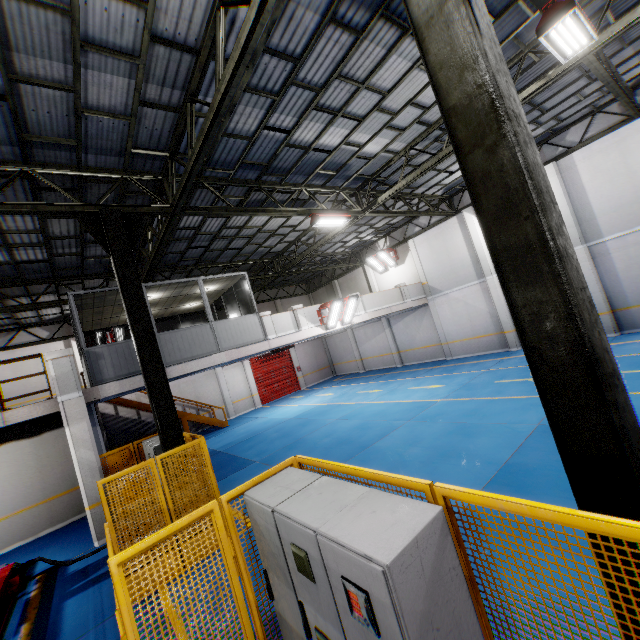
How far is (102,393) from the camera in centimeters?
966cm

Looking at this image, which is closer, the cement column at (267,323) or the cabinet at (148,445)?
the cabinet at (148,445)

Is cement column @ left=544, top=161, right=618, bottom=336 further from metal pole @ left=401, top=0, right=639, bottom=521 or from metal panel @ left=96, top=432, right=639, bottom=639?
metal panel @ left=96, top=432, right=639, bottom=639

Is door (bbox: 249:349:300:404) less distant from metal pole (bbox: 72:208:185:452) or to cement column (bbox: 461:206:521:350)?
cement column (bbox: 461:206:521:350)

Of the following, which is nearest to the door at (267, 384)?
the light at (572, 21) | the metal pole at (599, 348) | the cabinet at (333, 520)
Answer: the cabinet at (333, 520)

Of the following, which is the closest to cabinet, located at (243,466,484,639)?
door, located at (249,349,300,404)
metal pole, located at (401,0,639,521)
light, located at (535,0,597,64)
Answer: metal pole, located at (401,0,639,521)

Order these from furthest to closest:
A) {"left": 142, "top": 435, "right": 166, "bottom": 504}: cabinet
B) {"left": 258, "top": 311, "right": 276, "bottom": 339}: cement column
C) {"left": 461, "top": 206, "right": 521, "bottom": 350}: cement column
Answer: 1. {"left": 461, "top": 206, "right": 521, "bottom": 350}: cement column
2. {"left": 258, "top": 311, "right": 276, "bottom": 339}: cement column
3. {"left": 142, "top": 435, "right": 166, "bottom": 504}: cabinet

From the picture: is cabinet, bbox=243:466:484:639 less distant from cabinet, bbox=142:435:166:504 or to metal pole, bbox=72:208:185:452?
metal pole, bbox=72:208:185:452
